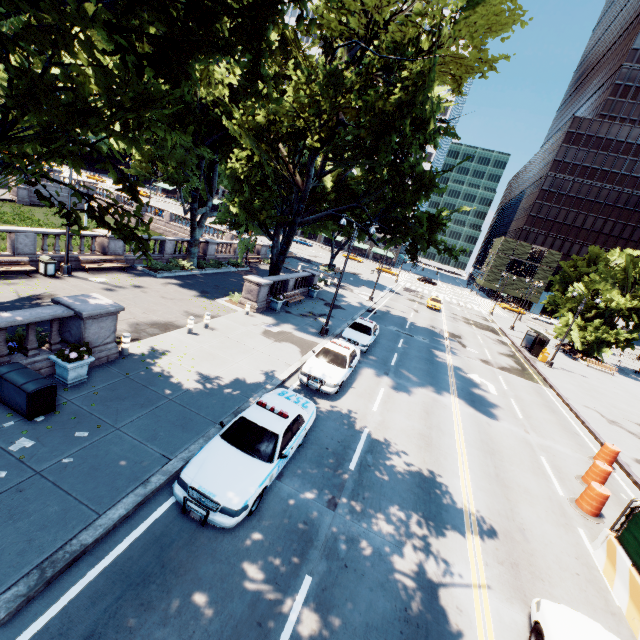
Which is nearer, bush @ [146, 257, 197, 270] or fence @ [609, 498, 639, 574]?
fence @ [609, 498, 639, 574]

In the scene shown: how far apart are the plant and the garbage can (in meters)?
10.66

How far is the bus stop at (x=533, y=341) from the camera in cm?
3222

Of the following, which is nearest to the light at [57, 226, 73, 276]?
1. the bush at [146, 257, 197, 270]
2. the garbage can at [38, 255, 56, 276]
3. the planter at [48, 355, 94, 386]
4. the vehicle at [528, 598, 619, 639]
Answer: the garbage can at [38, 255, 56, 276]

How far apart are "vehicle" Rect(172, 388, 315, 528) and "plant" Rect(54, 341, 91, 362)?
4.7m

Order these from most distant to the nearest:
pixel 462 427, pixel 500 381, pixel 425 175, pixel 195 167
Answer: pixel 500 381
pixel 195 167
pixel 425 175
pixel 462 427

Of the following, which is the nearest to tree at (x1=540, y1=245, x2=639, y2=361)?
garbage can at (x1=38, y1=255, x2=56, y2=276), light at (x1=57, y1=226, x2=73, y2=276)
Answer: light at (x1=57, y1=226, x2=73, y2=276)

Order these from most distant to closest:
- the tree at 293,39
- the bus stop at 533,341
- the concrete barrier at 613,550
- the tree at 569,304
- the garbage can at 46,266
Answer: the tree at 569,304, the bus stop at 533,341, the garbage can at 46,266, the concrete barrier at 613,550, the tree at 293,39
